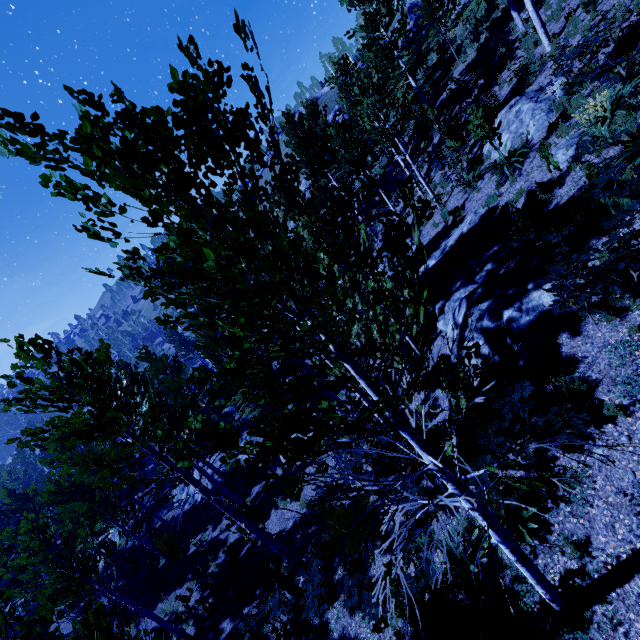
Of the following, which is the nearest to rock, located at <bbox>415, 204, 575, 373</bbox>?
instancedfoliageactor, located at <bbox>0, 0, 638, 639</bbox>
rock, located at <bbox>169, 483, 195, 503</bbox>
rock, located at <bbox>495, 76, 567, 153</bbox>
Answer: instancedfoliageactor, located at <bbox>0, 0, 638, 639</bbox>

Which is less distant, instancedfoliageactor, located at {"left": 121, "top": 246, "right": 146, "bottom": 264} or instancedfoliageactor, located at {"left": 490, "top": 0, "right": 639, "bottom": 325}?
instancedfoliageactor, located at {"left": 121, "top": 246, "right": 146, "bottom": 264}

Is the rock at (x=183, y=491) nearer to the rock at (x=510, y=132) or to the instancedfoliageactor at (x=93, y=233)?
the instancedfoliageactor at (x=93, y=233)

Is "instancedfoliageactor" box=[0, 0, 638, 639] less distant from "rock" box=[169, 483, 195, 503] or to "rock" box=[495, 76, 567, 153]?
"rock" box=[169, 483, 195, 503]

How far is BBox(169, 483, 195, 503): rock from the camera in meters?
22.5

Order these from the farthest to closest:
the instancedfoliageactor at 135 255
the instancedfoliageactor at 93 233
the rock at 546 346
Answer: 1. the rock at 546 346
2. the instancedfoliageactor at 135 255
3. the instancedfoliageactor at 93 233

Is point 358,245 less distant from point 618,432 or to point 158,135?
point 158,135

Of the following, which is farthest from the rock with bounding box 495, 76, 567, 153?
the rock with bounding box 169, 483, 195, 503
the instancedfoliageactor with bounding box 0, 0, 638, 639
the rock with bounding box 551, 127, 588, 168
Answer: the rock with bounding box 169, 483, 195, 503
